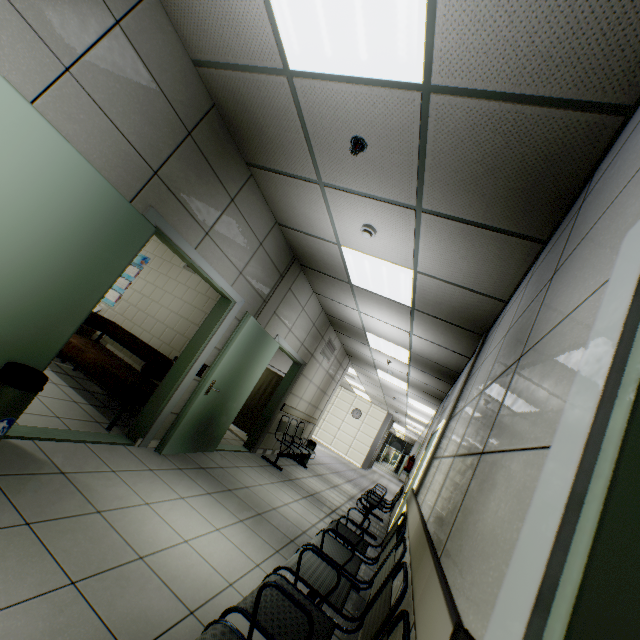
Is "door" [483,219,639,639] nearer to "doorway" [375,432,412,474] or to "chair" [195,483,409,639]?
"chair" [195,483,409,639]

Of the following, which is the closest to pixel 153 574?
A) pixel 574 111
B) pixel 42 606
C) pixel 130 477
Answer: pixel 42 606

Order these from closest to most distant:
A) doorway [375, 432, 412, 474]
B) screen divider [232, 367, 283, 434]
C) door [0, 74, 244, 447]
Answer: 1. door [0, 74, 244, 447]
2. screen divider [232, 367, 283, 434]
3. doorway [375, 432, 412, 474]

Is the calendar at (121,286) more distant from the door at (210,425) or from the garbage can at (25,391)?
the garbage can at (25,391)

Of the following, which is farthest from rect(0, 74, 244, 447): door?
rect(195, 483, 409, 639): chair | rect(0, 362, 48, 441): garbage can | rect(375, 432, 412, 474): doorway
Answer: rect(375, 432, 412, 474): doorway

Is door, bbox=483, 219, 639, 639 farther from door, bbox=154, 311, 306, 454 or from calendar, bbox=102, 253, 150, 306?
calendar, bbox=102, 253, 150, 306

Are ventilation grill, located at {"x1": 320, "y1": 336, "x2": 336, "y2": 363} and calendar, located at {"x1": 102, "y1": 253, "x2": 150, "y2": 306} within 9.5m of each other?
yes

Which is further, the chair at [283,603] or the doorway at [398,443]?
the doorway at [398,443]
